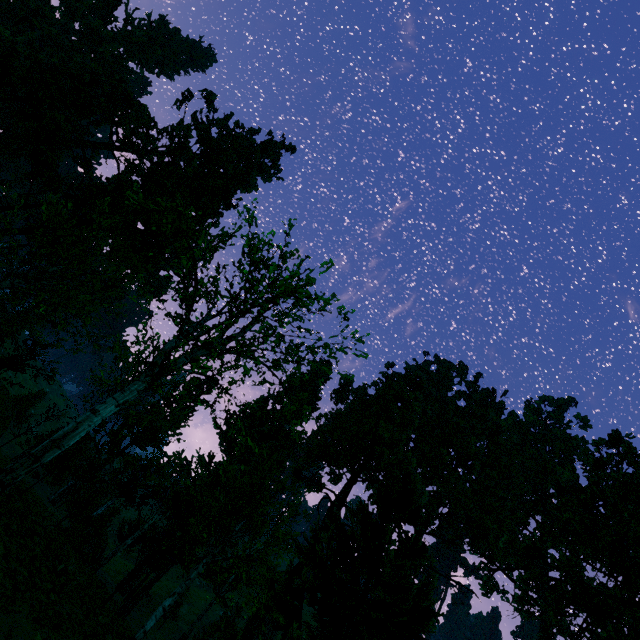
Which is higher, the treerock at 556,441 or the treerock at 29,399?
the treerock at 556,441

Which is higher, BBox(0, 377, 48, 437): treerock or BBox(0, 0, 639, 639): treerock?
BBox(0, 0, 639, 639): treerock

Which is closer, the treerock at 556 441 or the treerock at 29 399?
the treerock at 29 399

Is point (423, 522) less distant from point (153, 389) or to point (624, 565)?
point (624, 565)

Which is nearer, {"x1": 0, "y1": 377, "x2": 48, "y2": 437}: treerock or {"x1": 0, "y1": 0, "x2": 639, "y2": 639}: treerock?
{"x1": 0, "y1": 377, "x2": 48, "y2": 437}: treerock
